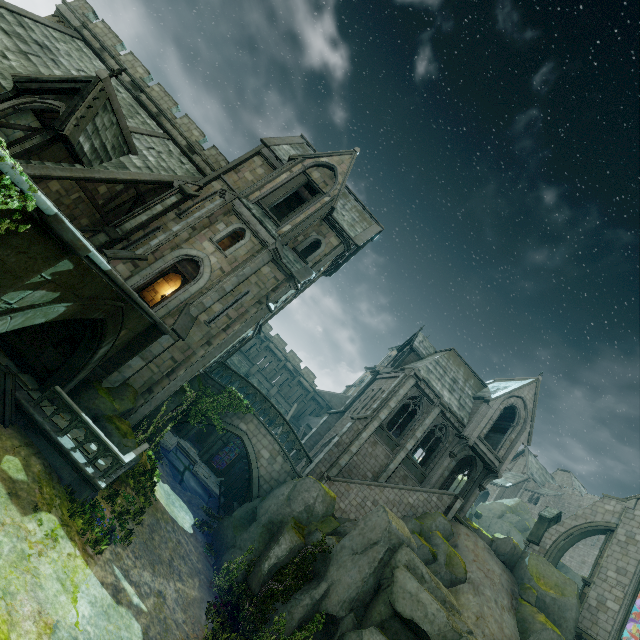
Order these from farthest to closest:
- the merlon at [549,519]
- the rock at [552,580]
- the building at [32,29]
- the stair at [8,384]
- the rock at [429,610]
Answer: the merlon at [549,519], the rock at [552,580], the building at [32,29], the rock at [429,610], the stair at [8,384]

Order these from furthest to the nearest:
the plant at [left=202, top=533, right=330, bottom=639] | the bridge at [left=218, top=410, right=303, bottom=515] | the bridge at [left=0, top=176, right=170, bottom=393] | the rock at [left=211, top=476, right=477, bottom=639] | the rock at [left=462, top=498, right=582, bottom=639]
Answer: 1. the bridge at [left=218, top=410, right=303, bottom=515]
2. the rock at [left=462, top=498, right=582, bottom=639]
3. the plant at [left=202, top=533, right=330, bottom=639]
4. the rock at [left=211, top=476, right=477, bottom=639]
5. the bridge at [left=0, top=176, right=170, bottom=393]

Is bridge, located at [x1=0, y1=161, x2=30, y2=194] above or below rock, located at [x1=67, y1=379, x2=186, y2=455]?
above

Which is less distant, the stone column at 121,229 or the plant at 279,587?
the plant at 279,587

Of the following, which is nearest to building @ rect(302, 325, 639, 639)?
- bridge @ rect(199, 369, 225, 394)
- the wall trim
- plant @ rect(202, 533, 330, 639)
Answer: bridge @ rect(199, 369, 225, 394)

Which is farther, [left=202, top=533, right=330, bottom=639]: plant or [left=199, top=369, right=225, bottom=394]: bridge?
[left=199, top=369, right=225, bottom=394]: bridge

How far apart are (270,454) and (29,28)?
29.92m

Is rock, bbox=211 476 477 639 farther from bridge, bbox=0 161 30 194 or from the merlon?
bridge, bbox=0 161 30 194
